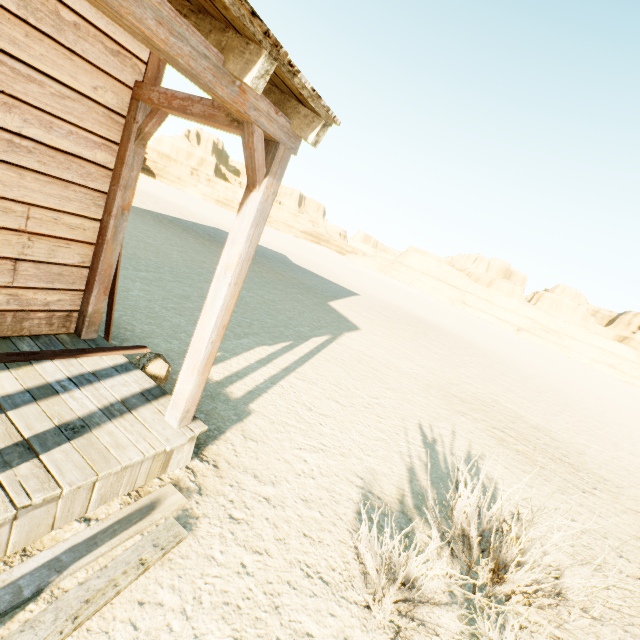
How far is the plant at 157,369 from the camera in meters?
3.7

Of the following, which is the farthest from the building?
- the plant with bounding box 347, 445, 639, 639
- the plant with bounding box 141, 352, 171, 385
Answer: the plant with bounding box 347, 445, 639, 639

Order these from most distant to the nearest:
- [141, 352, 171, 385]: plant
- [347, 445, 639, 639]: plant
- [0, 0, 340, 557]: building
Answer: [141, 352, 171, 385]: plant → [347, 445, 639, 639]: plant → [0, 0, 340, 557]: building

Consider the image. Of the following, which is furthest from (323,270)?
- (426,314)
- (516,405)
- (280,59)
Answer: (280,59)

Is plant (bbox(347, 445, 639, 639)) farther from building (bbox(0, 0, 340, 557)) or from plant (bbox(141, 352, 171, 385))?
plant (bbox(141, 352, 171, 385))

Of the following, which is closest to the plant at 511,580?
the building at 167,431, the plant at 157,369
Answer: the building at 167,431

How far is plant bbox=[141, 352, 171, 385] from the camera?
3.7 meters
